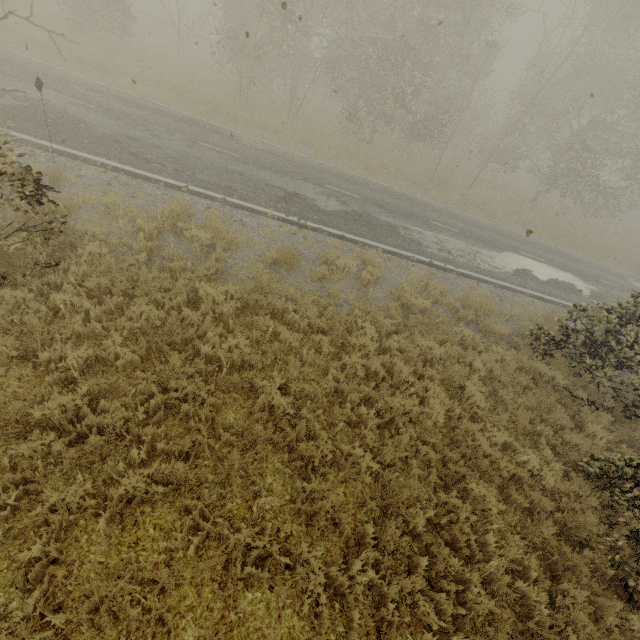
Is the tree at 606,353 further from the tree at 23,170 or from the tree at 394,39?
the tree at 394,39

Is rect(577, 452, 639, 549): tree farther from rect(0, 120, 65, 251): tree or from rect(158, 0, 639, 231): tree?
rect(158, 0, 639, 231): tree

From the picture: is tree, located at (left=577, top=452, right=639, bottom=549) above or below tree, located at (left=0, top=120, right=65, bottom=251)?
below

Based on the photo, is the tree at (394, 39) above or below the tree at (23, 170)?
above

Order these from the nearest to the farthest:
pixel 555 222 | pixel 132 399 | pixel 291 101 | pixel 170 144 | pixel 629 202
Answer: pixel 132 399 < pixel 170 144 < pixel 291 101 < pixel 629 202 < pixel 555 222

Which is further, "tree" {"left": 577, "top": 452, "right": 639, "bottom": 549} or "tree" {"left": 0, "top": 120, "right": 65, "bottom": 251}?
"tree" {"left": 577, "top": 452, "right": 639, "bottom": 549}

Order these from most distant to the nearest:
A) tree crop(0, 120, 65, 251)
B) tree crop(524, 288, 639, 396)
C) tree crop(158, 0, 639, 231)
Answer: tree crop(158, 0, 639, 231) → tree crop(524, 288, 639, 396) → tree crop(0, 120, 65, 251)

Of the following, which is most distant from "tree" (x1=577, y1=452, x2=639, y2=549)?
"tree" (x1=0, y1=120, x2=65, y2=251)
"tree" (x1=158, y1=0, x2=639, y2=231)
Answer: "tree" (x1=158, y1=0, x2=639, y2=231)
